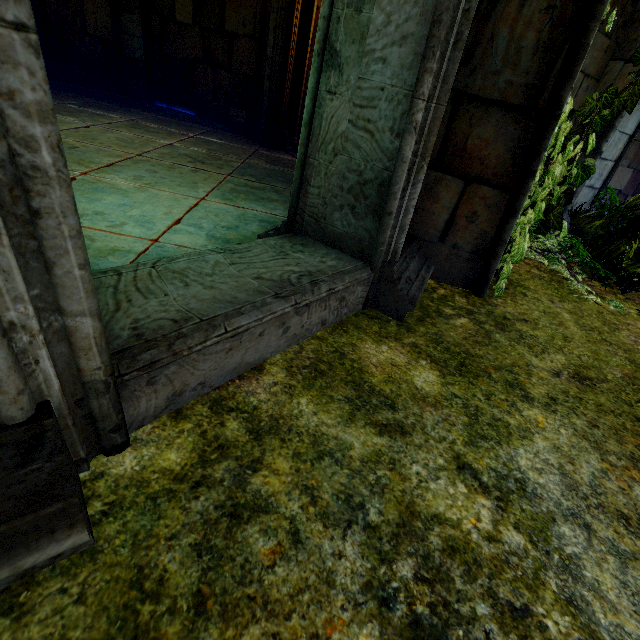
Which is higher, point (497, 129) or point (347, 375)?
point (497, 129)
